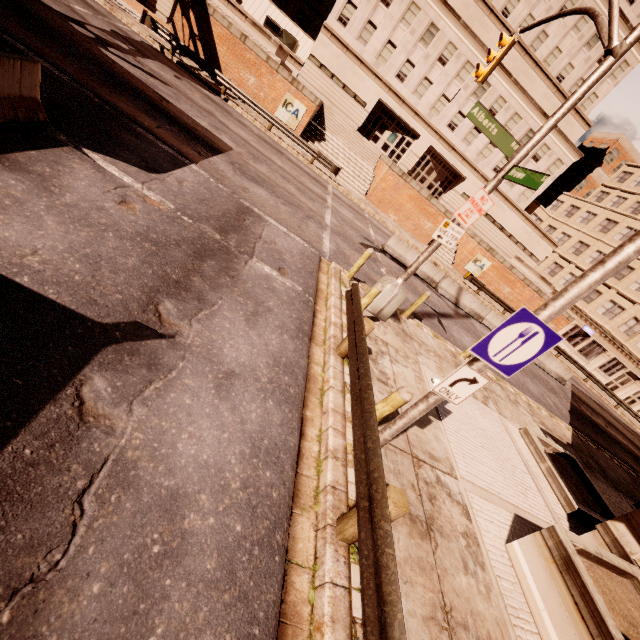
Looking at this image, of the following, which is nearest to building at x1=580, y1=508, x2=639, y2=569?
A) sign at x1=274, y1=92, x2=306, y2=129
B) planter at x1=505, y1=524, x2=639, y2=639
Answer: planter at x1=505, y1=524, x2=639, y2=639

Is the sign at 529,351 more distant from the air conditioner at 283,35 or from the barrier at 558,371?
the air conditioner at 283,35

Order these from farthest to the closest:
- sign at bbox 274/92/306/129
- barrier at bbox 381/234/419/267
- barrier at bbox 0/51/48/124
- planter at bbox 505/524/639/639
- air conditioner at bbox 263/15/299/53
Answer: air conditioner at bbox 263/15/299/53 → sign at bbox 274/92/306/129 → barrier at bbox 381/234/419/267 → barrier at bbox 0/51/48/124 → planter at bbox 505/524/639/639

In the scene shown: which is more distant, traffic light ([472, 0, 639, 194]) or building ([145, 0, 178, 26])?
building ([145, 0, 178, 26])

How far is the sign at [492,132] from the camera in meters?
7.2 m

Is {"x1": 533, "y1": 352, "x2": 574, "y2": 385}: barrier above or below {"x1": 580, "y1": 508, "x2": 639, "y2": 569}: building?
below

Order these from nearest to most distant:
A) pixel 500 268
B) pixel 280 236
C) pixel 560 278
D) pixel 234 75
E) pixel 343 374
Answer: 1. pixel 343 374
2. pixel 280 236
3. pixel 234 75
4. pixel 500 268
5. pixel 560 278

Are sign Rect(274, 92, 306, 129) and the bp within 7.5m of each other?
no
